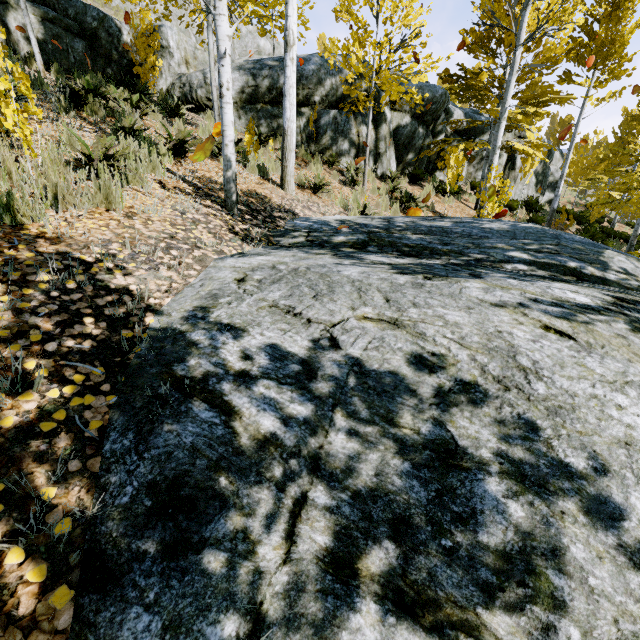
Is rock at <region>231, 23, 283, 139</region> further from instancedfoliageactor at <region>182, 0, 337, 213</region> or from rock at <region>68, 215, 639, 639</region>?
rock at <region>68, 215, 639, 639</region>

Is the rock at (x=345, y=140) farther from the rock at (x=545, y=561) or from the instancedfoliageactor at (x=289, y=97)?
the rock at (x=545, y=561)

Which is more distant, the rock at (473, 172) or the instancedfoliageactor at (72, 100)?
the rock at (473, 172)

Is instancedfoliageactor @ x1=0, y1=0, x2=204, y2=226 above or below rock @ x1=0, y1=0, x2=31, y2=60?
below

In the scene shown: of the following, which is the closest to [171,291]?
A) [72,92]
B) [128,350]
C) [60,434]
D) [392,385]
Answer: [128,350]

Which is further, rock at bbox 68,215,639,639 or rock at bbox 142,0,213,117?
rock at bbox 142,0,213,117
